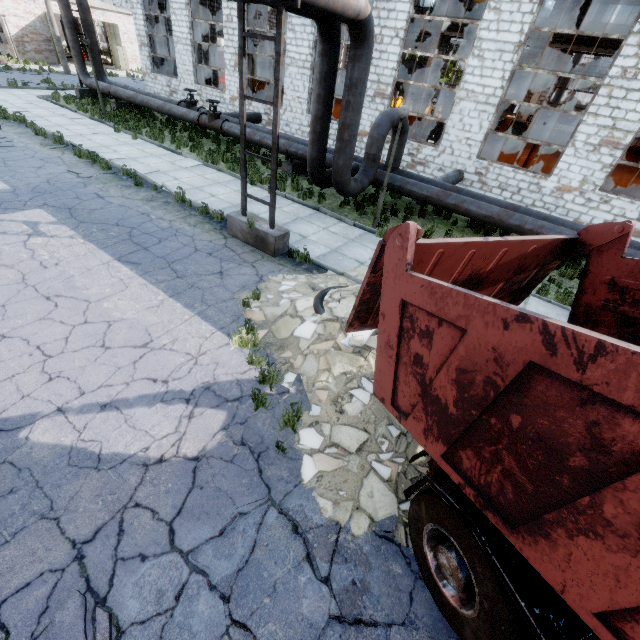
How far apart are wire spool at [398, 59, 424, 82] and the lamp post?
13.0 meters

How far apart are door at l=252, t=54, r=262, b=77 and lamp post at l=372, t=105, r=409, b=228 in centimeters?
2838cm

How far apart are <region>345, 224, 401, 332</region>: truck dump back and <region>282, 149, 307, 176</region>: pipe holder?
11.2m

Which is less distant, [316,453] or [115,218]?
[316,453]

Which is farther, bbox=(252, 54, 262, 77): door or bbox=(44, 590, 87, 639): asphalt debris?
bbox=(252, 54, 262, 77): door

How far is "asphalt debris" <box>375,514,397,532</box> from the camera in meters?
3.7 m

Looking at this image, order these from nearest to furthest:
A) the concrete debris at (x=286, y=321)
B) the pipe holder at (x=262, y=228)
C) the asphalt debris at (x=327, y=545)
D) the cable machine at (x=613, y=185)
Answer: the asphalt debris at (x=327, y=545), the concrete debris at (x=286, y=321), the pipe holder at (x=262, y=228), the cable machine at (x=613, y=185)

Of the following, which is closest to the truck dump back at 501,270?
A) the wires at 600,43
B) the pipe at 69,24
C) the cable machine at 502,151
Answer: the wires at 600,43
